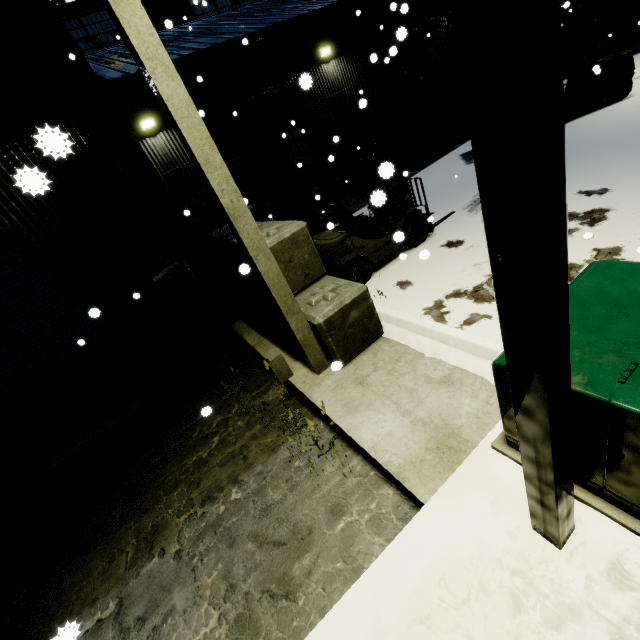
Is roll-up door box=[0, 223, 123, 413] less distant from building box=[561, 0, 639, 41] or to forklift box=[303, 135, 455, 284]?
building box=[561, 0, 639, 41]

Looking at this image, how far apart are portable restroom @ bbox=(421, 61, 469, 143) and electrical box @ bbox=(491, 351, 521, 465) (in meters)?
13.75

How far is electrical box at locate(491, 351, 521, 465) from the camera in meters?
2.2 m

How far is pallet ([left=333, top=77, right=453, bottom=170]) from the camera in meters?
12.6

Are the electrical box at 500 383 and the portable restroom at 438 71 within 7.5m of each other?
no

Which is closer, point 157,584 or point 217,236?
point 157,584

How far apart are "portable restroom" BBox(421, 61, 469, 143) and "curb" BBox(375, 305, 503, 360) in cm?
1234

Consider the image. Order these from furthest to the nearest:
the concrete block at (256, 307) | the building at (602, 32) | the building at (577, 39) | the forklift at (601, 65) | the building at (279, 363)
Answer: the building at (577, 39) → the building at (602, 32) → the forklift at (601, 65) → the concrete block at (256, 307) → the building at (279, 363)
